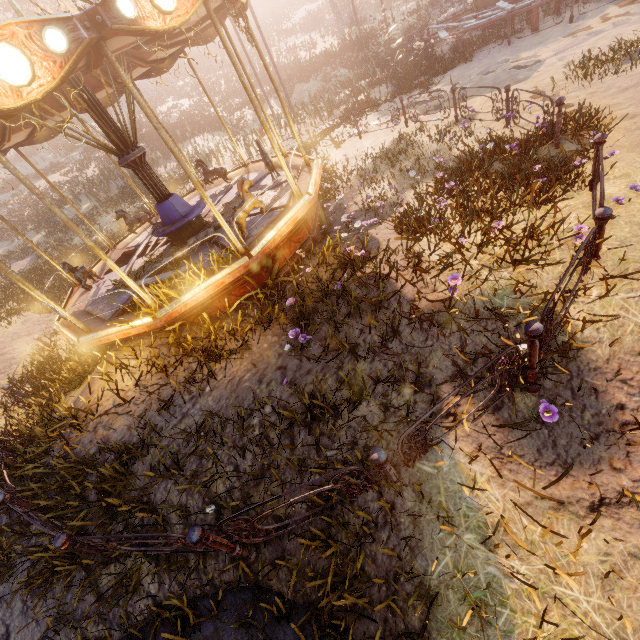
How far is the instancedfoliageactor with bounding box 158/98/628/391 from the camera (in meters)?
4.50

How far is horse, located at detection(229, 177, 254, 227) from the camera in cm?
643

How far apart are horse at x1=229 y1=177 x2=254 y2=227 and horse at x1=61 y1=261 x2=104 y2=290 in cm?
448

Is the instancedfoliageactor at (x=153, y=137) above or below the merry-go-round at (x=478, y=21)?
above

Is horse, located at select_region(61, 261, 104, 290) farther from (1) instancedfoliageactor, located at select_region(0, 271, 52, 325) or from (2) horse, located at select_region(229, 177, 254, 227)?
(2) horse, located at select_region(229, 177, 254, 227)

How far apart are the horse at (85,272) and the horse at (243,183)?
4.5m

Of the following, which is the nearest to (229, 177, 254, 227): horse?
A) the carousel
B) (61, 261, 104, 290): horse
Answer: the carousel

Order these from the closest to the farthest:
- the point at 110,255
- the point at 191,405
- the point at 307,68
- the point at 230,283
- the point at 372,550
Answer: the point at 372,550 < the point at 191,405 < the point at 230,283 < the point at 110,255 < the point at 307,68
